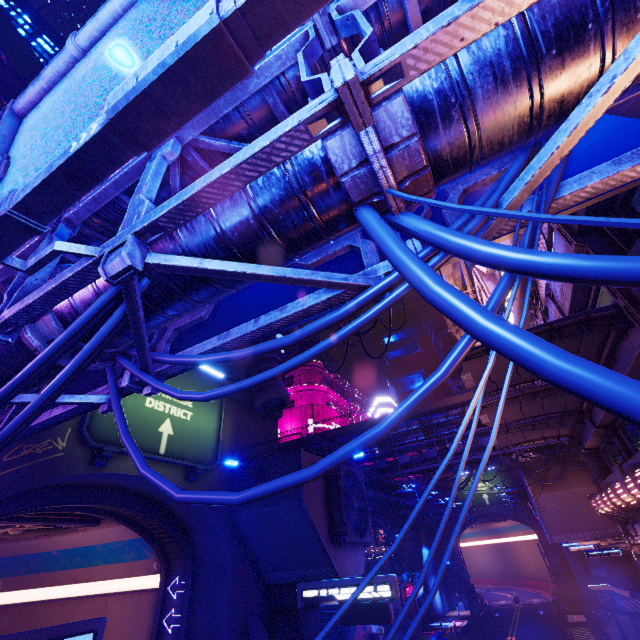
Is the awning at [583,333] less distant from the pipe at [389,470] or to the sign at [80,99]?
the sign at [80,99]

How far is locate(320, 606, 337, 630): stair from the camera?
30.8m

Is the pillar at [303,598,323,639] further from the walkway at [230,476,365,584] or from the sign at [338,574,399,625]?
the sign at [338,574,399,625]

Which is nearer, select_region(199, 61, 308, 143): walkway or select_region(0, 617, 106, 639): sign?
select_region(199, 61, 308, 143): walkway

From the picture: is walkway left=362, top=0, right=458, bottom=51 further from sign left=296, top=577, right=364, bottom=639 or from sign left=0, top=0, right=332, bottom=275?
sign left=296, top=577, right=364, bottom=639

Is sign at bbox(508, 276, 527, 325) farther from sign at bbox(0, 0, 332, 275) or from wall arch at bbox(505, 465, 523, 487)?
wall arch at bbox(505, 465, 523, 487)

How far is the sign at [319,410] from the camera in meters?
48.6

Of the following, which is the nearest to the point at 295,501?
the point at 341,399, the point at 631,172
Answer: the point at 631,172
